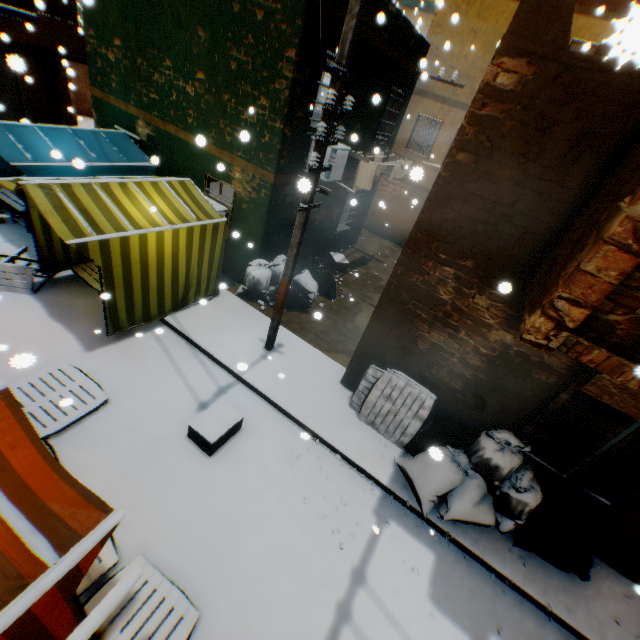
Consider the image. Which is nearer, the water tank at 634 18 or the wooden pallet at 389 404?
the water tank at 634 18

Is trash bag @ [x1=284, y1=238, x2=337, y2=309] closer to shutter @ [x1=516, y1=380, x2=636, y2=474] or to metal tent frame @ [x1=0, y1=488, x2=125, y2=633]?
shutter @ [x1=516, y1=380, x2=636, y2=474]

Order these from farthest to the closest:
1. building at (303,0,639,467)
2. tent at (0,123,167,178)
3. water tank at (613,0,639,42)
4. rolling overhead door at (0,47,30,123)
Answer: rolling overhead door at (0,47,30,123)
tent at (0,123,167,178)
building at (303,0,639,467)
water tank at (613,0,639,42)

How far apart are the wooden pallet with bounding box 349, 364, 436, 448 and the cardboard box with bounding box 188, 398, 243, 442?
1.80m

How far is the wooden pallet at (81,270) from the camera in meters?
7.2

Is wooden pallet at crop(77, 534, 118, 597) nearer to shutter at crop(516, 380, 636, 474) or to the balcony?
the balcony

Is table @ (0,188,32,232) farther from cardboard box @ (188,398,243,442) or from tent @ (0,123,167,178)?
cardboard box @ (188,398,243,442)

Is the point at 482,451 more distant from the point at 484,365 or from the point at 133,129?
the point at 133,129
